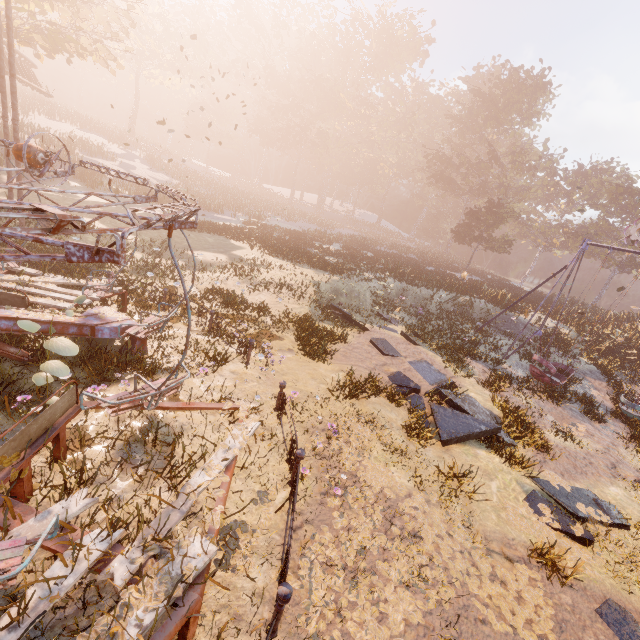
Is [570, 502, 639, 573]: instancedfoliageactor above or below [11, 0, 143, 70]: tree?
below

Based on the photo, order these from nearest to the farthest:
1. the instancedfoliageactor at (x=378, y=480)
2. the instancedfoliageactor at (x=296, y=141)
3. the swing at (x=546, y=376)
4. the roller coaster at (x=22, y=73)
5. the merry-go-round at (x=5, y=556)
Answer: the merry-go-round at (x=5, y=556), the instancedfoliageactor at (x=378, y=480), the swing at (x=546, y=376), the roller coaster at (x=22, y=73), the instancedfoliageactor at (x=296, y=141)

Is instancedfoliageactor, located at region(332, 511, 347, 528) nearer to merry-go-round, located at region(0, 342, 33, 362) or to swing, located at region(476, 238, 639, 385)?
merry-go-round, located at region(0, 342, 33, 362)

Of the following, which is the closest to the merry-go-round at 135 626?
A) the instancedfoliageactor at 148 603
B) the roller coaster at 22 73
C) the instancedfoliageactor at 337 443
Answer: the instancedfoliageactor at 148 603

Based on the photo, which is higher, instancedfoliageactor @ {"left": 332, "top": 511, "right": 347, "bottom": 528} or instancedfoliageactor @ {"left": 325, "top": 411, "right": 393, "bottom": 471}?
instancedfoliageactor @ {"left": 325, "top": 411, "right": 393, "bottom": 471}

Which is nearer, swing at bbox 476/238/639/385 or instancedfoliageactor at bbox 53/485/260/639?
instancedfoliageactor at bbox 53/485/260/639

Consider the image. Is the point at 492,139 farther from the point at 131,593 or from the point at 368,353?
the point at 131,593

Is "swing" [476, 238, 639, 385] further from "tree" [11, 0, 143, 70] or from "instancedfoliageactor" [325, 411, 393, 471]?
"tree" [11, 0, 143, 70]
